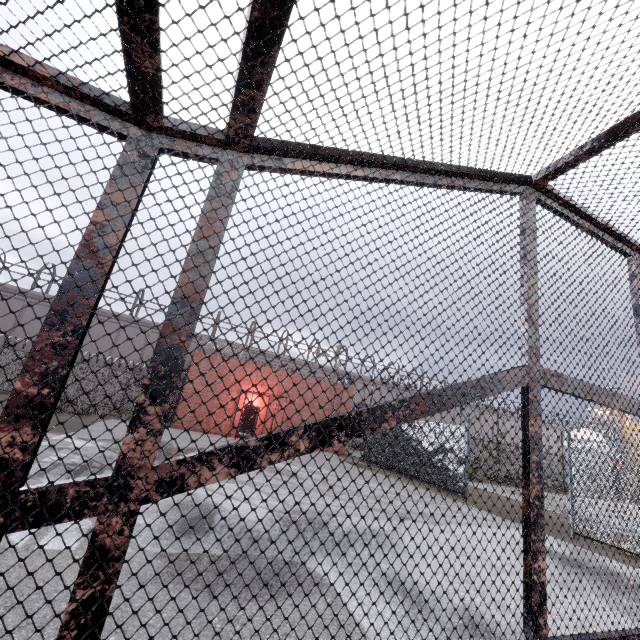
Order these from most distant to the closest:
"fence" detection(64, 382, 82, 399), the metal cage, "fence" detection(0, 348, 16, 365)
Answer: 1. "fence" detection(64, 382, 82, 399)
2. "fence" detection(0, 348, 16, 365)
3. the metal cage

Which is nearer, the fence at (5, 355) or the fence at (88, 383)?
the fence at (5, 355)

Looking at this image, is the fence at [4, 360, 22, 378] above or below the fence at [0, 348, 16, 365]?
below

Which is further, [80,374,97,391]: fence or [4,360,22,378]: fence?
[80,374,97,391]: fence

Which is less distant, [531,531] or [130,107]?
[130,107]

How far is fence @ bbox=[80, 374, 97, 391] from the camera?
23.3 meters
